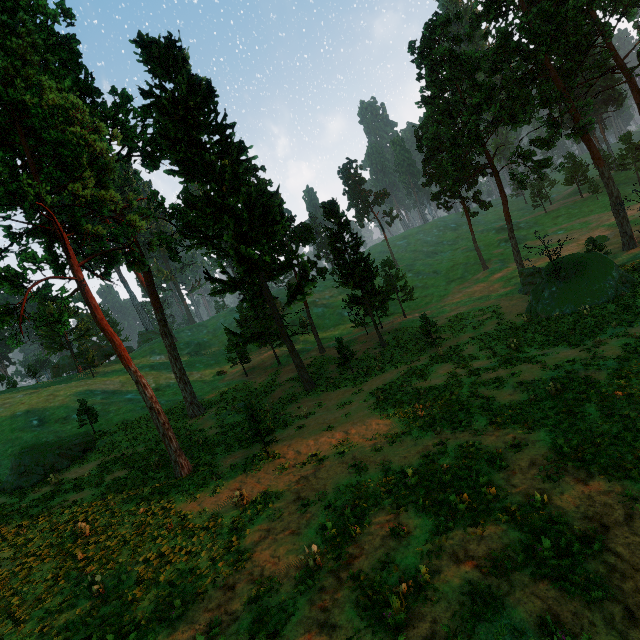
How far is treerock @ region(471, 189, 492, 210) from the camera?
48.5 meters

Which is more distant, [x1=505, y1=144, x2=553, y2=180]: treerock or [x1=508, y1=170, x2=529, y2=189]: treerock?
[x1=508, y1=170, x2=529, y2=189]: treerock

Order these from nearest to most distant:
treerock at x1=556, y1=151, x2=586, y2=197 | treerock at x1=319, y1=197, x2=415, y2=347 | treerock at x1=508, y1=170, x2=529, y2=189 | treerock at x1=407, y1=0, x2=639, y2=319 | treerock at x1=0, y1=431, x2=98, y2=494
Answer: treerock at x1=0, y1=431, x2=98, y2=494
treerock at x1=407, y1=0, x2=639, y2=319
treerock at x1=319, y1=197, x2=415, y2=347
treerock at x1=508, y1=170, x2=529, y2=189
treerock at x1=556, y1=151, x2=586, y2=197

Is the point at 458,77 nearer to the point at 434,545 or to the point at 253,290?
the point at 253,290

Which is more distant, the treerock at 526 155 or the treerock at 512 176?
the treerock at 512 176

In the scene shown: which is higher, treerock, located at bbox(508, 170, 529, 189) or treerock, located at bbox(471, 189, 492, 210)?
treerock, located at bbox(471, 189, 492, 210)
